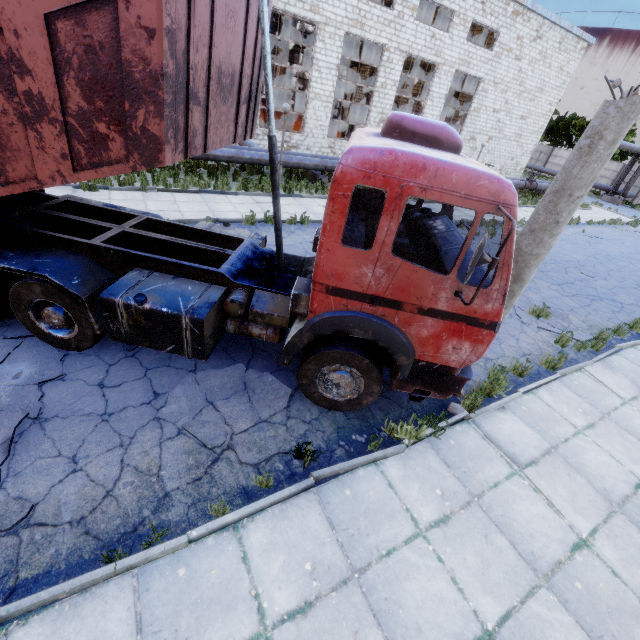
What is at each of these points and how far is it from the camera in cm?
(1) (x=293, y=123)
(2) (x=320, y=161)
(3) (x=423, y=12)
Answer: (1) cable machine, 2169
(2) pipe, 1645
(3) column beam, 2686

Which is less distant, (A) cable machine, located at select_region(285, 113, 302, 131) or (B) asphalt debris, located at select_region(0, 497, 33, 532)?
(B) asphalt debris, located at select_region(0, 497, 33, 532)

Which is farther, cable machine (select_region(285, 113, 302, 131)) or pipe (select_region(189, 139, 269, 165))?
cable machine (select_region(285, 113, 302, 131))

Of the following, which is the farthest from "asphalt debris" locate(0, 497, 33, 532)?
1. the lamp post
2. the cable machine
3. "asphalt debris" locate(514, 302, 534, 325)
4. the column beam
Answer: the column beam

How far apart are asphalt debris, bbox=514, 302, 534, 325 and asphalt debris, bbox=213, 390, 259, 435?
7.0 meters

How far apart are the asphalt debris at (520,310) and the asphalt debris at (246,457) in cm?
704

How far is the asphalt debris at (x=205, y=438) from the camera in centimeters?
424cm
